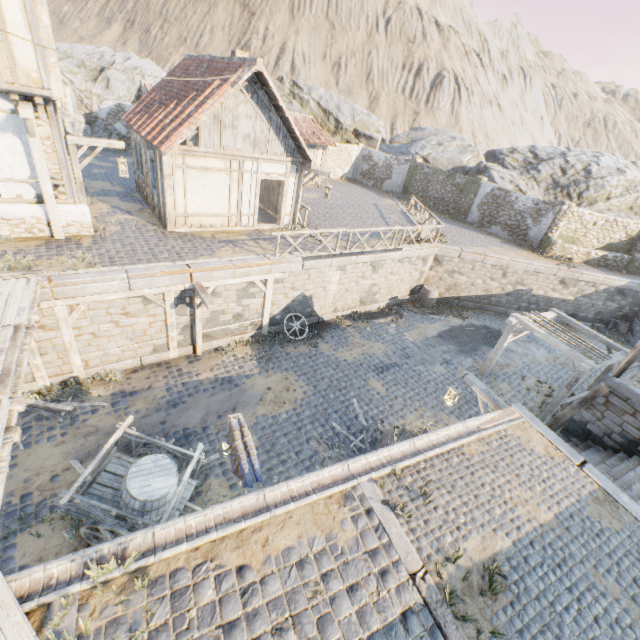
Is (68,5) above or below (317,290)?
above

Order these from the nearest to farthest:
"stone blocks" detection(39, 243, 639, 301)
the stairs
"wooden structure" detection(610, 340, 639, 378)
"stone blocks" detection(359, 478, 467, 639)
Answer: "stone blocks" detection(359, 478, 467, 639)
the stairs
"stone blocks" detection(39, 243, 639, 301)
"wooden structure" detection(610, 340, 639, 378)

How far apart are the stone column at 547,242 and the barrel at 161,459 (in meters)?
23.27

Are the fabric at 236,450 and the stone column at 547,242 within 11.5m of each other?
no

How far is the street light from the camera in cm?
824

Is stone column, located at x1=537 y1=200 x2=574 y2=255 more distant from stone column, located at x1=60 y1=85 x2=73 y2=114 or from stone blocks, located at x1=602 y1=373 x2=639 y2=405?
stone column, located at x1=60 y1=85 x2=73 y2=114

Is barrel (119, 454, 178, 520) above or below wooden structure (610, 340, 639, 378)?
below

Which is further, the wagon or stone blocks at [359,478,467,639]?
the wagon
